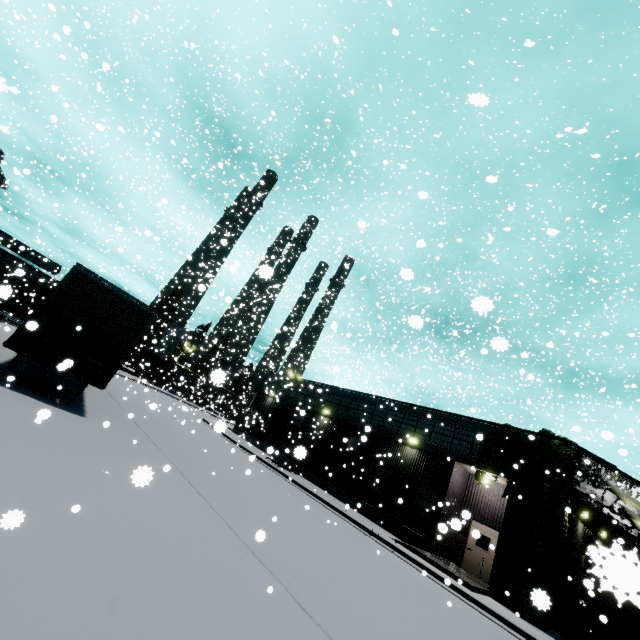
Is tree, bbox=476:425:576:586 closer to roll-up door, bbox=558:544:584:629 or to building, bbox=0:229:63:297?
building, bbox=0:229:63:297

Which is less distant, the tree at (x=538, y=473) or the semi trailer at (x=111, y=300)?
the semi trailer at (x=111, y=300)

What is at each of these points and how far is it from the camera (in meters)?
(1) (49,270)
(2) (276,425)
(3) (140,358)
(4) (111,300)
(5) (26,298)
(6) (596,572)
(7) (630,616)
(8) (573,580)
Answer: (1) building, 55.09
(2) building, 32.00
(3) coal car, 55.50
(4) semi trailer, 9.92
(5) coal car, 38.97
(6) roll-up door, 0.79
(7) semi trailer, 16.62
(8) roll-up door, 16.92

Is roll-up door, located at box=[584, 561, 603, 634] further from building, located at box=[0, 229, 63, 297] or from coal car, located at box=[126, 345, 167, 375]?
coal car, located at box=[126, 345, 167, 375]

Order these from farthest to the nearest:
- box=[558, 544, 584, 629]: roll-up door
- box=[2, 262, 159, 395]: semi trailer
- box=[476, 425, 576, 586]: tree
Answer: box=[558, 544, 584, 629]: roll-up door → box=[476, 425, 576, 586]: tree → box=[2, 262, 159, 395]: semi trailer

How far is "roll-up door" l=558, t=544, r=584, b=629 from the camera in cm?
1562

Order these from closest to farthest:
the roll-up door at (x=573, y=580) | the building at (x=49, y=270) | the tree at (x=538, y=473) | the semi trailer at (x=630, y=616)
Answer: the semi trailer at (x=630, y=616) → the tree at (x=538, y=473) → the roll-up door at (x=573, y=580) → the building at (x=49, y=270)

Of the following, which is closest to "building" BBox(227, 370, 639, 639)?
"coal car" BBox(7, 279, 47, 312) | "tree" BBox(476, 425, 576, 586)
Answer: "tree" BBox(476, 425, 576, 586)
